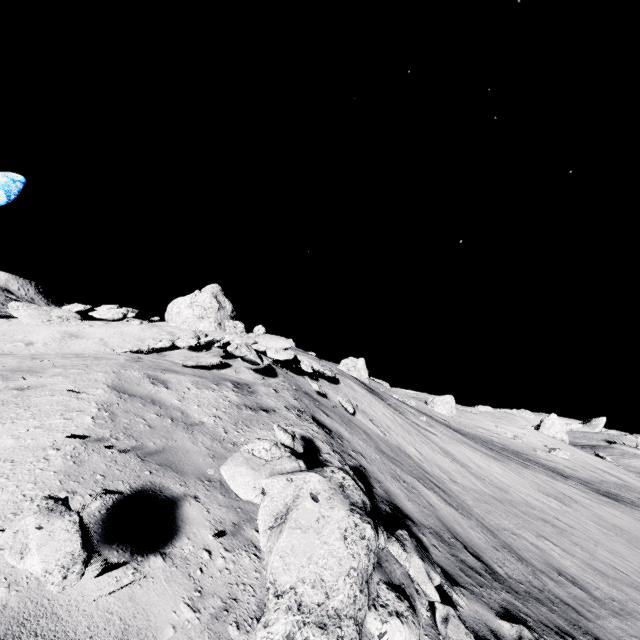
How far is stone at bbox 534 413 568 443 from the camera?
41.1 meters

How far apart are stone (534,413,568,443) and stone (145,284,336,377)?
44.4 meters

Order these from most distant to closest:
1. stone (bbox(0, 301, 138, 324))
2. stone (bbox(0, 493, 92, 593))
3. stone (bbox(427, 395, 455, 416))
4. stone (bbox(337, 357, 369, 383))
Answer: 1. stone (bbox(427, 395, 455, 416))
2. stone (bbox(337, 357, 369, 383))
3. stone (bbox(0, 301, 138, 324))
4. stone (bbox(0, 493, 92, 593))

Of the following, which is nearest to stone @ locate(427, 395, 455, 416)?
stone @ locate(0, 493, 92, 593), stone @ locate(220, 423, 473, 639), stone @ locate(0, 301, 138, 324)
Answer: stone @ locate(0, 301, 138, 324)

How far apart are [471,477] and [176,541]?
12.9m

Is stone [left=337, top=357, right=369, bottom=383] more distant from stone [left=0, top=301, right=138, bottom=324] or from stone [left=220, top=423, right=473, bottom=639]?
stone [left=220, top=423, right=473, bottom=639]

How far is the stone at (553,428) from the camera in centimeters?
4106cm

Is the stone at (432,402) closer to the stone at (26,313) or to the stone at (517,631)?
the stone at (26,313)
